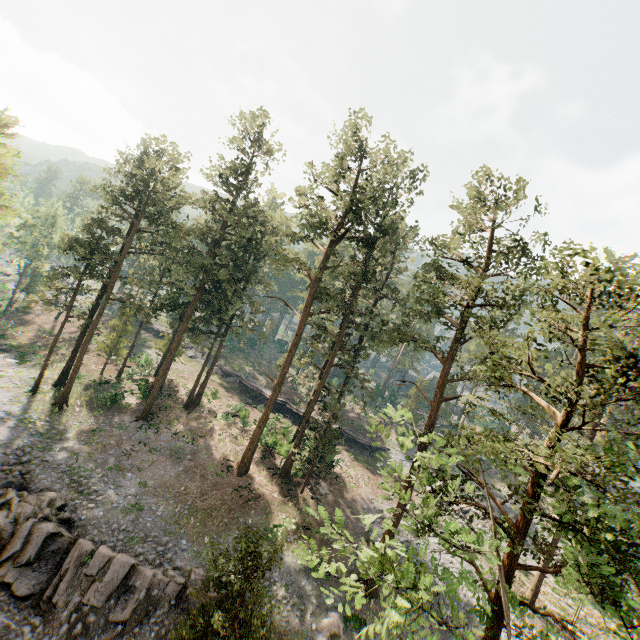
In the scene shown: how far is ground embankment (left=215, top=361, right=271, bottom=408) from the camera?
45.4 meters

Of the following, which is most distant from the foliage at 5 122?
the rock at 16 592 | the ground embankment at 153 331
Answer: the ground embankment at 153 331

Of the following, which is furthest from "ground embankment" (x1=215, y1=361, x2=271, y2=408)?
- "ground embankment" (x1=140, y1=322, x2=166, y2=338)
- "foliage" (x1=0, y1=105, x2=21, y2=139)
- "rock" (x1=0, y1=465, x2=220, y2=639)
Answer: "rock" (x1=0, y1=465, x2=220, y2=639)

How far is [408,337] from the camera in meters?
24.0 m

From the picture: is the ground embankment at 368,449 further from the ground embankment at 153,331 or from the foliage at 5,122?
the ground embankment at 153,331

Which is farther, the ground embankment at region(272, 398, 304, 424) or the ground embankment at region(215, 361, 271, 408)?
the ground embankment at region(215, 361, 271, 408)

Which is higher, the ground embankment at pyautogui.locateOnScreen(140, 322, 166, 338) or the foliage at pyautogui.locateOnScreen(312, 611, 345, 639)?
the ground embankment at pyautogui.locateOnScreen(140, 322, 166, 338)

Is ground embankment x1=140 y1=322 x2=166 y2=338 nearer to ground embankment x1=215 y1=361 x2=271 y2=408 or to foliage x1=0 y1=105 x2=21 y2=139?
foliage x1=0 y1=105 x2=21 y2=139
